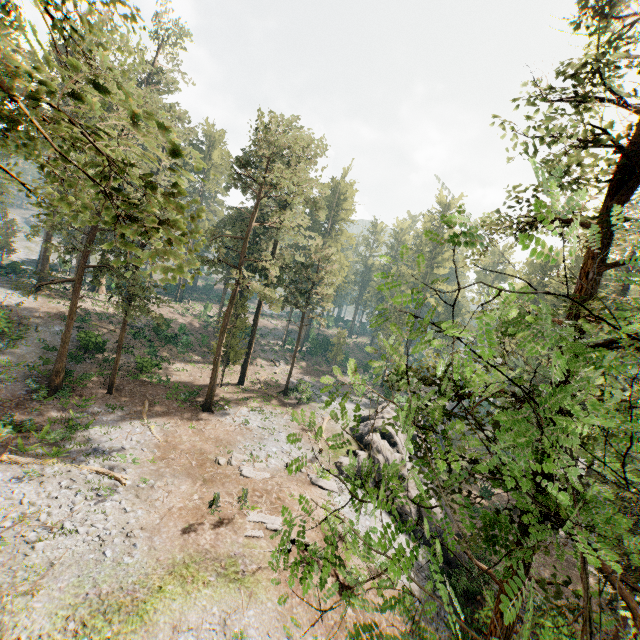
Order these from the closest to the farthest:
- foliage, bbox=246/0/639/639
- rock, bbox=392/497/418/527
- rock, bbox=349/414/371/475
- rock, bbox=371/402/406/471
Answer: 1. foliage, bbox=246/0/639/639
2. rock, bbox=392/497/418/527
3. rock, bbox=349/414/371/475
4. rock, bbox=371/402/406/471

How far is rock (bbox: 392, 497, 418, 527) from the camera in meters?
23.4

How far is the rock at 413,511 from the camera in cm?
2344

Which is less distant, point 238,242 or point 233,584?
point 233,584

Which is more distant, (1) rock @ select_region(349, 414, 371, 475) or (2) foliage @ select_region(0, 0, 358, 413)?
(1) rock @ select_region(349, 414, 371, 475)

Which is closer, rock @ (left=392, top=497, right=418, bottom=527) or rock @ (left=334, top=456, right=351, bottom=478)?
rock @ (left=392, top=497, right=418, bottom=527)
